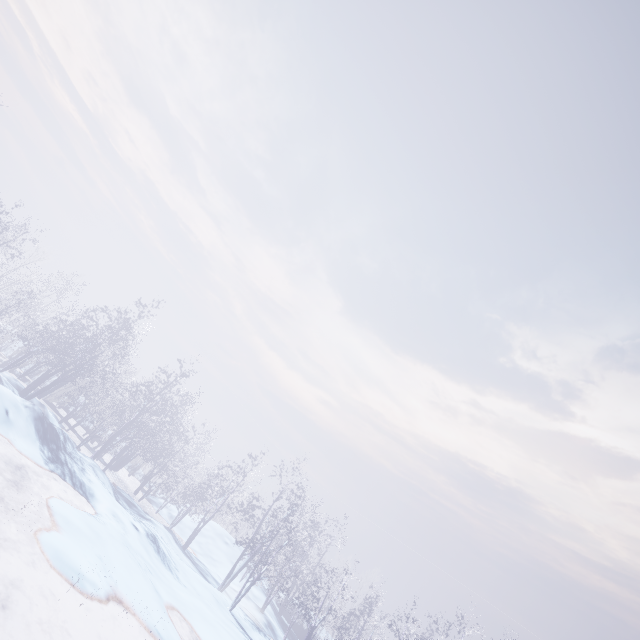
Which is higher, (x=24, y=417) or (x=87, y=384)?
(x=87, y=384)
